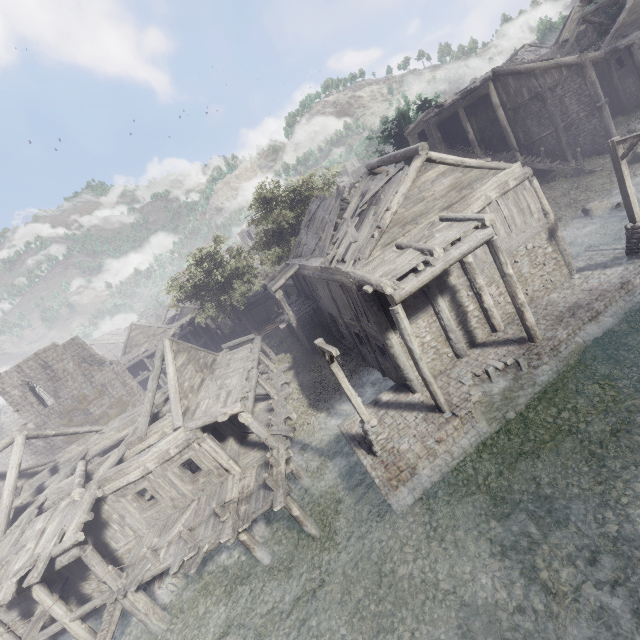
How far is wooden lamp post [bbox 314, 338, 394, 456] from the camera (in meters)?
10.35

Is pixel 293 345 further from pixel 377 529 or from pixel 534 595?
pixel 534 595

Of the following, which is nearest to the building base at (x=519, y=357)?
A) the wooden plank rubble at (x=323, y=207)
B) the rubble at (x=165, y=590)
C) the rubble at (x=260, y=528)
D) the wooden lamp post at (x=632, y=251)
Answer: the wooden lamp post at (x=632, y=251)

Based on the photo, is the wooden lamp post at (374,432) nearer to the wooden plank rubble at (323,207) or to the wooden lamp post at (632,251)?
the wooden plank rubble at (323,207)

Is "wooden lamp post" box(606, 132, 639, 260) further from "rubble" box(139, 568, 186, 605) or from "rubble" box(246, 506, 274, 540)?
"rubble" box(139, 568, 186, 605)

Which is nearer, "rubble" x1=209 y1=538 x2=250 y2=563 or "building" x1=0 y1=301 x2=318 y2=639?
"building" x1=0 y1=301 x2=318 y2=639

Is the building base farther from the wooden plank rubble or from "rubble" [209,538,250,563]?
the wooden plank rubble

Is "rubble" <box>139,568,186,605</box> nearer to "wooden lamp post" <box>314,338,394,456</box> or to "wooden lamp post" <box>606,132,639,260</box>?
"wooden lamp post" <box>314,338,394,456</box>
